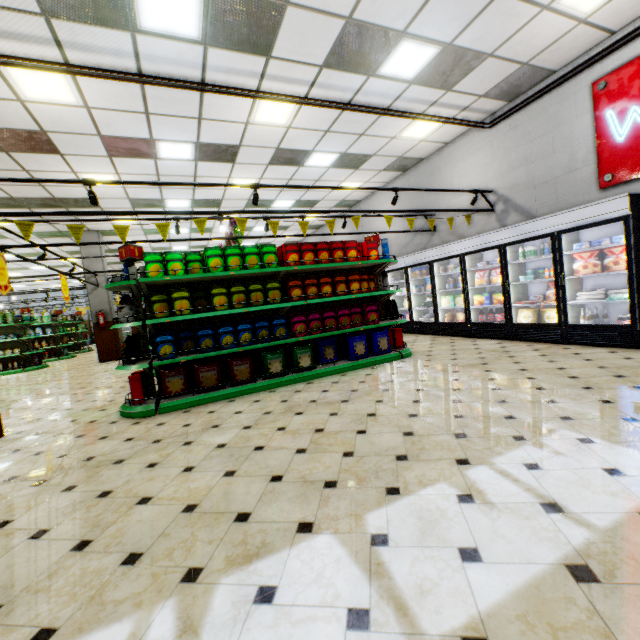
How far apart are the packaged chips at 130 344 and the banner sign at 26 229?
1.4 meters

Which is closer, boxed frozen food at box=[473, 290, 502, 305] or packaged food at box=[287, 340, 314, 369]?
packaged food at box=[287, 340, 314, 369]

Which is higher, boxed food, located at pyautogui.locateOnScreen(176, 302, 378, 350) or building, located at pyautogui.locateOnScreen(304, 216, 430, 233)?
building, located at pyautogui.locateOnScreen(304, 216, 430, 233)

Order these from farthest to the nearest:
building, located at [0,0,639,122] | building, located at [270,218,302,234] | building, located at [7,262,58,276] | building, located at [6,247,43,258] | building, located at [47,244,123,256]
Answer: building, located at [7,262,58,276] → building, located at [270,218,302,234] → building, located at [6,247,43,258] → building, located at [47,244,123,256] → building, located at [0,0,639,122]

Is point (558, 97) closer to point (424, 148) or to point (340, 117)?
point (424, 148)

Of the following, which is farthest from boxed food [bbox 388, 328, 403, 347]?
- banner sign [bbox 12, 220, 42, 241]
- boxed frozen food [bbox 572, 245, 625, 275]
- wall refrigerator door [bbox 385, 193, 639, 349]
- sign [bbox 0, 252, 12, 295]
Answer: sign [bbox 0, 252, 12, 295]

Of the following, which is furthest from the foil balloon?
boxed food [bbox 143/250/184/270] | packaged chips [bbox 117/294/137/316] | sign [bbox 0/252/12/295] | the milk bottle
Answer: the milk bottle

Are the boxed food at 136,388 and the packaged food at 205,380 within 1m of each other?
yes
